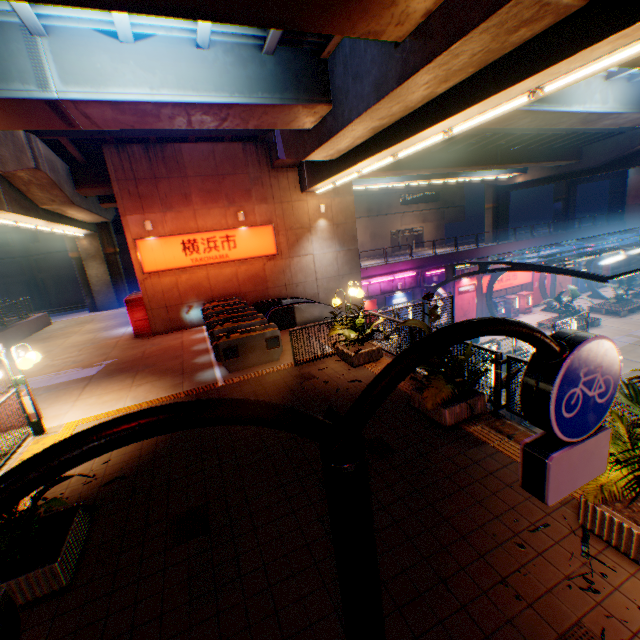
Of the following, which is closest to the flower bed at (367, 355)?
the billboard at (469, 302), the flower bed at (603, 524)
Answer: the flower bed at (603, 524)

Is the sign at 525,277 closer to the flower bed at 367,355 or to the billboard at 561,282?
the billboard at 561,282

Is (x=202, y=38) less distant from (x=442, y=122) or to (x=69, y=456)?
(x=442, y=122)

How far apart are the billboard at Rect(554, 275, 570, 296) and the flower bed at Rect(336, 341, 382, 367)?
33.40m

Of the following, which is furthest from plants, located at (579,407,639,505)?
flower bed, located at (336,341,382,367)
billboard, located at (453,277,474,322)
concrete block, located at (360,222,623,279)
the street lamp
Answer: billboard, located at (453,277,474,322)

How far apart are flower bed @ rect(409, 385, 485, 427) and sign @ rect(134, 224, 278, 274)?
12.59m

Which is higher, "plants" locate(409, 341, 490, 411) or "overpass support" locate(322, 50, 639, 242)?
"overpass support" locate(322, 50, 639, 242)

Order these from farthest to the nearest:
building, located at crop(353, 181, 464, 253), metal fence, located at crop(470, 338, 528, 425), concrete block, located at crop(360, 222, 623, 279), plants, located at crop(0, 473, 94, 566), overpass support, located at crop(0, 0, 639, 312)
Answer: building, located at crop(353, 181, 464, 253)
concrete block, located at crop(360, 222, 623, 279)
metal fence, located at crop(470, 338, 528, 425)
overpass support, located at crop(0, 0, 639, 312)
plants, located at crop(0, 473, 94, 566)
